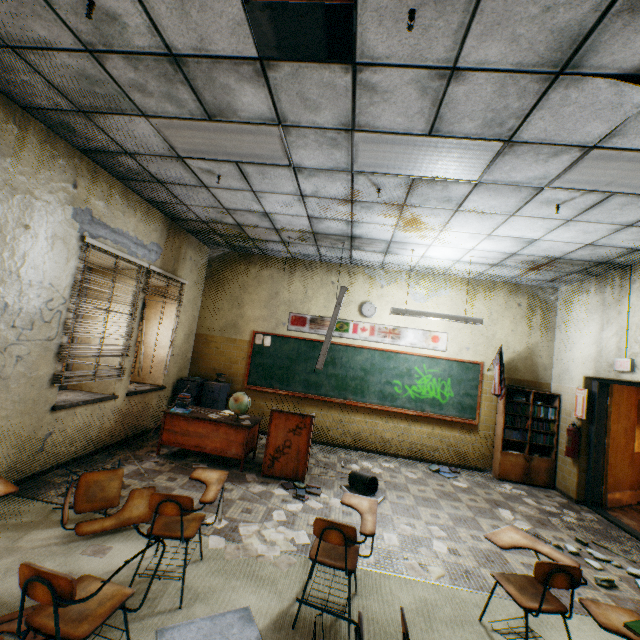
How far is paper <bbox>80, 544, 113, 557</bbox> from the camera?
2.8m

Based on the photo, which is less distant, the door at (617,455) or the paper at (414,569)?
the paper at (414,569)

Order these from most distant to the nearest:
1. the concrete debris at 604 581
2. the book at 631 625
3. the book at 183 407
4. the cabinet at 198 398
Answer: the cabinet at 198 398, the book at 183 407, the concrete debris at 604 581, the book at 631 625

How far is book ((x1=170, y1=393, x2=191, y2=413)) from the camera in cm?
519

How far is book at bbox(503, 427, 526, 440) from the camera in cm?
627

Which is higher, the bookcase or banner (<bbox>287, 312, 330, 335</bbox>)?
banner (<bbox>287, 312, 330, 335</bbox>)

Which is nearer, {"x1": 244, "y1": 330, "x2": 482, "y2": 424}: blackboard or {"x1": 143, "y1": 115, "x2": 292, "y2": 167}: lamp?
{"x1": 143, "y1": 115, "x2": 292, "y2": 167}: lamp

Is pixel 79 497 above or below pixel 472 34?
below
